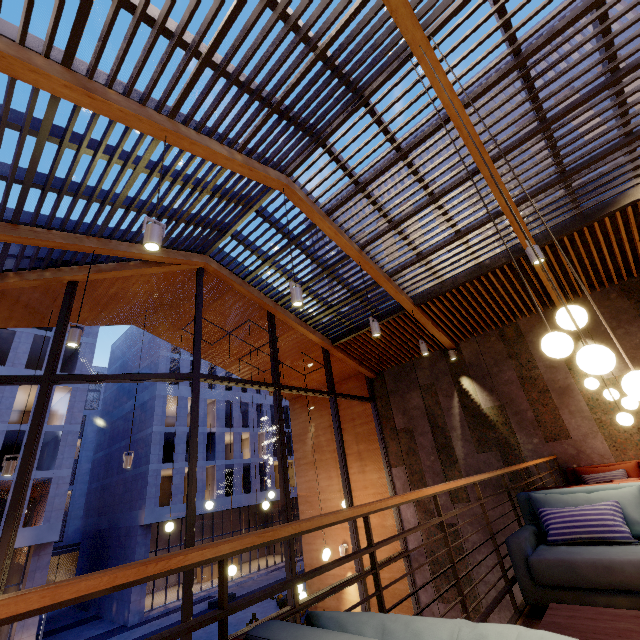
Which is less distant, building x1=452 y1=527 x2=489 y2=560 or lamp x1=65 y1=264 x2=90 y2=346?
lamp x1=65 y1=264 x2=90 y2=346

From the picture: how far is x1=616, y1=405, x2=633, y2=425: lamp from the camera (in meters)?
4.64

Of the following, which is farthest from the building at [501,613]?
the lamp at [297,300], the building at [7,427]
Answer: the building at [7,427]

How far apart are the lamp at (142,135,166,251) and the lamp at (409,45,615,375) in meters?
3.1 m

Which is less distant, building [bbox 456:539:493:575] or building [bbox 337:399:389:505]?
building [bbox 456:539:493:575]

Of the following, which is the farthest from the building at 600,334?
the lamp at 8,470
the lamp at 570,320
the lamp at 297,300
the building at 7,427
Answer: the building at 7,427

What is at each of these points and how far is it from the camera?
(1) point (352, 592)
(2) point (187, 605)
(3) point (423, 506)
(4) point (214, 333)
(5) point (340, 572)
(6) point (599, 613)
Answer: (1) building, 9.11m
(2) window frame, 4.48m
(3) building, 8.40m
(4) building, 9.59m
(5) building, 9.51m
(6) coffee table, 2.04m

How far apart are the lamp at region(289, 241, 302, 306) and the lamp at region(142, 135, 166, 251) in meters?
1.8
